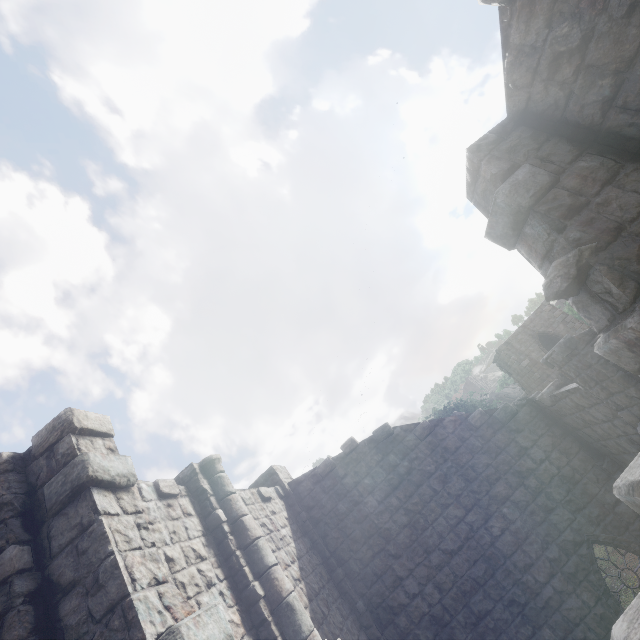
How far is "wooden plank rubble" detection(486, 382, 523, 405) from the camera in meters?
50.9 m

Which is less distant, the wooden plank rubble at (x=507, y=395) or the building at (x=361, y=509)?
the building at (x=361, y=509)

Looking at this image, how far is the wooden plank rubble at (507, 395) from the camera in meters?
50.9 m

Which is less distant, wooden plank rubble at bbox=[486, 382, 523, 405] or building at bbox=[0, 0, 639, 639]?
building at bbox=[0, 0, 639, 639]

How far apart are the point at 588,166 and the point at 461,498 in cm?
1005
